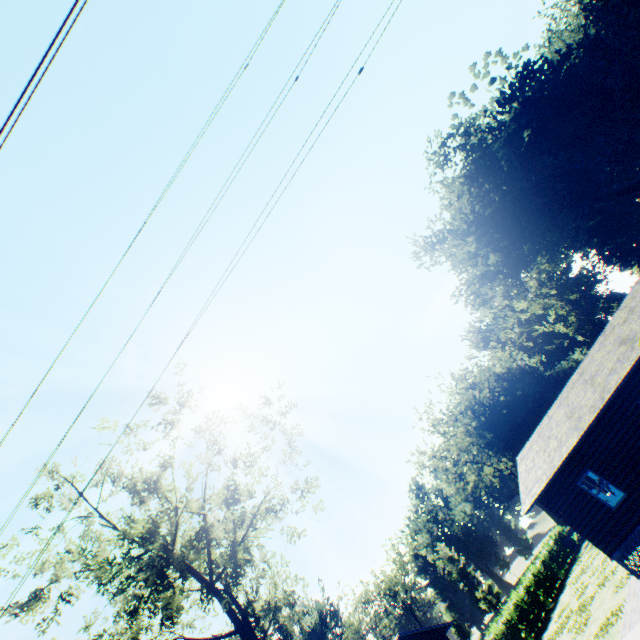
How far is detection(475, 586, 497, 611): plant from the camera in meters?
54.5 m

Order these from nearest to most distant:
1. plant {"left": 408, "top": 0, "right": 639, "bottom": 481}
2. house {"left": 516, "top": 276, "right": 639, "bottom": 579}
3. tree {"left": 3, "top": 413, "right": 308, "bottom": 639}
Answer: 1. house {"left": 516, "top": 276, "right": 639, "bottom": 579}
2. tree {"left": 3, "top": 413, "right": 308, "bottom": 639}
3. plant {"left": 408, "top": 0, "right": 639, "bottom": 481}

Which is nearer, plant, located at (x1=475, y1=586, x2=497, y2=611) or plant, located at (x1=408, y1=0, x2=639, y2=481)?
plant, located at (x1=408, y1=0, x2=639, y2=481)

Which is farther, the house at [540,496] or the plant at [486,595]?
the plant at [486,595]

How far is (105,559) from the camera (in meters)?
14.56

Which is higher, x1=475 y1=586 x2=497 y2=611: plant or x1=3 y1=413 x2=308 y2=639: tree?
x1=3 y1=413 x2=308 y2=639: tree

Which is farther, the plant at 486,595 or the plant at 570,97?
the plant at 486,595

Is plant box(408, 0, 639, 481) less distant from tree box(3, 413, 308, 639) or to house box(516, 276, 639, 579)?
tree box(3, 413, 308, 639)
